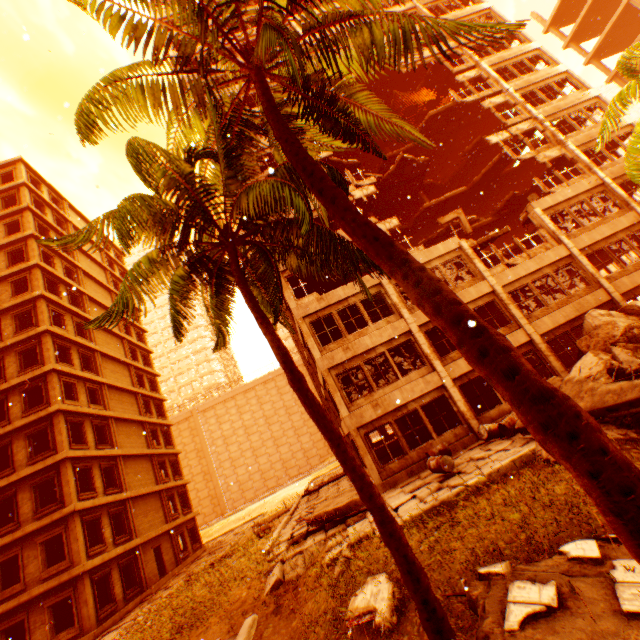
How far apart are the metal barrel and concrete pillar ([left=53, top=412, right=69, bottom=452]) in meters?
23.1 m

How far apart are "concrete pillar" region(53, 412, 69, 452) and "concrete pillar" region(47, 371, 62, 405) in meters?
0.4

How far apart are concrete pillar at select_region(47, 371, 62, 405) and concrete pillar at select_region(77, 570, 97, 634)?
9.7 meters

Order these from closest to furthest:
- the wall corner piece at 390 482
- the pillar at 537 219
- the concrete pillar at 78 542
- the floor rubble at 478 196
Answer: the wall corner piece at 390 482
the pillar at 537 219
the concrete pillar at 78 542
the floor rubble at 478 196

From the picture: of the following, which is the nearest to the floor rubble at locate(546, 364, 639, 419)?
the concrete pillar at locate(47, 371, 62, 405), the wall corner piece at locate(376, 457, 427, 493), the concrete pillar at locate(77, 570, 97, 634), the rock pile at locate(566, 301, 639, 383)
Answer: the rock pile at locate(566, 301, 639, 383)

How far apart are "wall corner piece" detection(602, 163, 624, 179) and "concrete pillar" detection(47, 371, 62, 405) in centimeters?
3665cm

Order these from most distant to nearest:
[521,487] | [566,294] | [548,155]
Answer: [548,155] → [566,294] → [521,487]

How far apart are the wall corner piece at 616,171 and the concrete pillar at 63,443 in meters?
36.5 m
